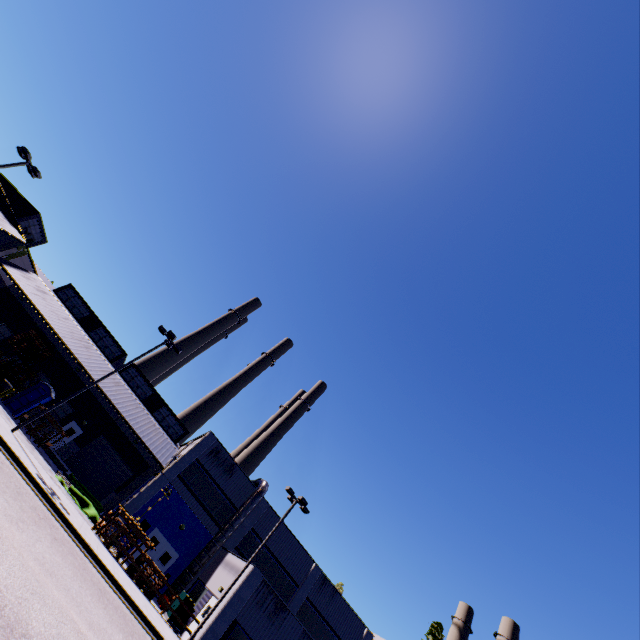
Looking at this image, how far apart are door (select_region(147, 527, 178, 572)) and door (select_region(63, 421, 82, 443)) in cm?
1265

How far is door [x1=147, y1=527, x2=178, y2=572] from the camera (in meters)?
24.88

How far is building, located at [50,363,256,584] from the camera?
26.08m

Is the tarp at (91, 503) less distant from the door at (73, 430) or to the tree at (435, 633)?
the door at (73, 430)

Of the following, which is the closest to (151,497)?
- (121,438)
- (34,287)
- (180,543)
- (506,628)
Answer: (180,543)

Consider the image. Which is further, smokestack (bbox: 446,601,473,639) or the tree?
smokestack (bbox: 446,601,473,639)

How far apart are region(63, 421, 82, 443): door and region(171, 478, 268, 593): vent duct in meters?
4.7 m

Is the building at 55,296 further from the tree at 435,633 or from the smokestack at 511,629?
the smokestack at 511,629
